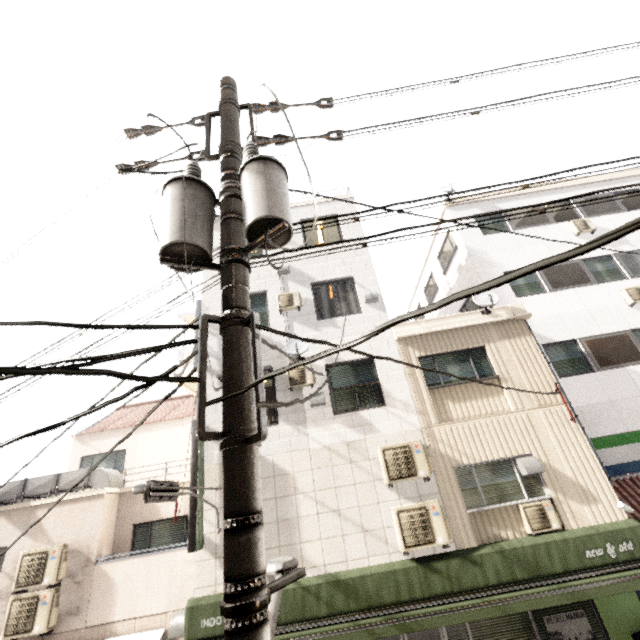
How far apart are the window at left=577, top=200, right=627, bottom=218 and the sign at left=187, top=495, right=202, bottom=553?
15.9m

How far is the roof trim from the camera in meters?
9.6

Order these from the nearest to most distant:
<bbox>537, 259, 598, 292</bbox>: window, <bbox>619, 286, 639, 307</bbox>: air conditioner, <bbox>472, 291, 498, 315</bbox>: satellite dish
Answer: <bbox>472, 291, 498, 315</bbox>: satellite dish → <bbox>619, 286, 639, 307</bbox>: air conditioner → <bbox>537, 259, 598, 292</bbox>: window

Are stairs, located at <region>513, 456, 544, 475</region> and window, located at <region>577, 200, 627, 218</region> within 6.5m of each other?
no

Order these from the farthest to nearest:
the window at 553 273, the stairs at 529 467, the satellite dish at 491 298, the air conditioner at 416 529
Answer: the window at 553 273 → the satellite dish at 491 298 → the stairs at 529 467 → the air conditioner at 416 529

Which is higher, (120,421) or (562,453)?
(120,421)

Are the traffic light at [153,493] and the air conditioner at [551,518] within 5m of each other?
no

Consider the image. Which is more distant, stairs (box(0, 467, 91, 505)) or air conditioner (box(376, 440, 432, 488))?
stairs (box(0, 467, 91, 505))
